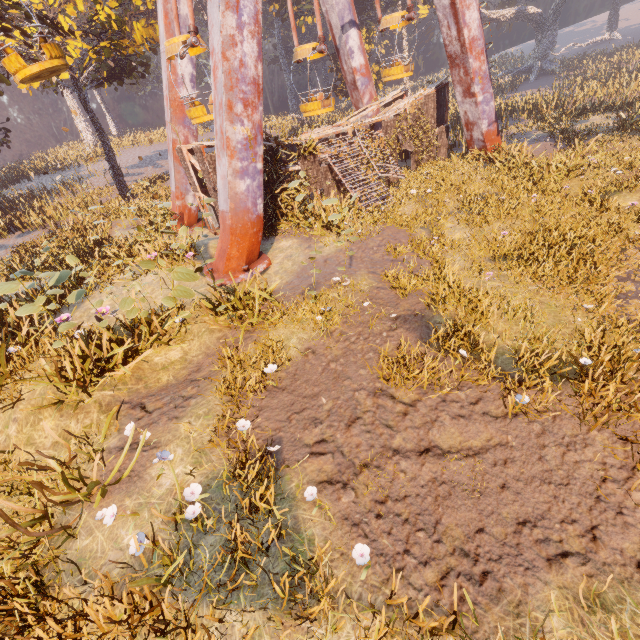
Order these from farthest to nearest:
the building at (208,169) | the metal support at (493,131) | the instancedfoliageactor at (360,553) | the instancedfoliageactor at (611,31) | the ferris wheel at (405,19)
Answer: the instancedfoliageactor at (611,31), the ferris wheel at (405,19), the metal support at (493,131), the building at (208,169), the instancedfoliageactor at (360,553)

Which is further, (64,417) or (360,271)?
(360,271)

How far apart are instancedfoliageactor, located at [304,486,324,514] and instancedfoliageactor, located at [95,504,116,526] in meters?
2.5

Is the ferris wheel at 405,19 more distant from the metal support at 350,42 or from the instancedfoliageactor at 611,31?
the instancedfoliageactor at 611,31

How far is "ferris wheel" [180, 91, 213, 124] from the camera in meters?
12.4 m

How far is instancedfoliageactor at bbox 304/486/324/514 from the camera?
4.15m

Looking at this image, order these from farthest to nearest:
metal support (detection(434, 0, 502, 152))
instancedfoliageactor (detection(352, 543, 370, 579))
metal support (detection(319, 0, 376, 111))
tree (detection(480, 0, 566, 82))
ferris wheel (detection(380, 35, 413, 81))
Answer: tree (detection(480, 0, 566, 82)), metal support (detection(319, 0, 376, 111)), ferris wheel (detection(380, 35, 413, 81)), metal support (detection(434, 0, 502, 152)), instancedfoliageactor (detection(352, 543, 370, 579))

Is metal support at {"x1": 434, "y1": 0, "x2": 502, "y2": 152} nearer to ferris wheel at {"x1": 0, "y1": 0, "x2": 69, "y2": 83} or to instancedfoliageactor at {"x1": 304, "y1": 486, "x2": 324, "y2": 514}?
ferris wheel at {"x1": 0, "y1": 0, "x2": 69, "y2": 83}
